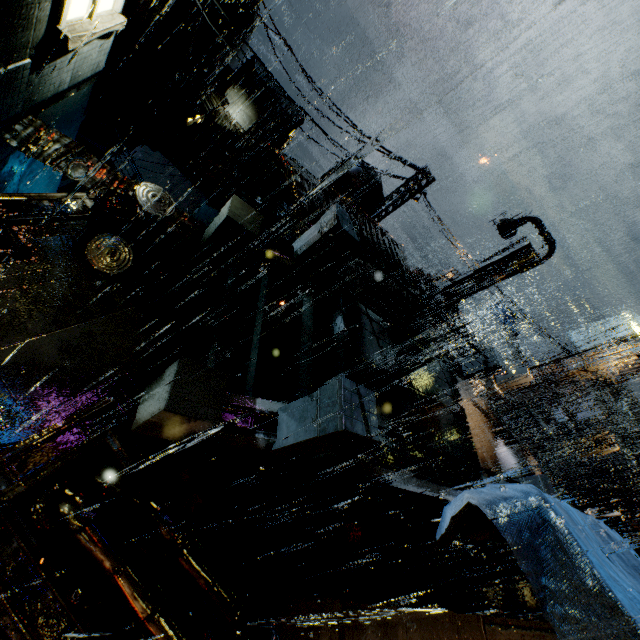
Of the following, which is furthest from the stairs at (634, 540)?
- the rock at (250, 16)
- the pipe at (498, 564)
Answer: the rock at (250, 16)

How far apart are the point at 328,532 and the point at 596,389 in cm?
3516

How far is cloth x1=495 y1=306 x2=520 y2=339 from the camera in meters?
41.0

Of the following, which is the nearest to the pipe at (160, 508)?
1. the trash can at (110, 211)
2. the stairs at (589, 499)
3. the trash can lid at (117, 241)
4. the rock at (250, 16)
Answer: the trash can lid at (117, 241)

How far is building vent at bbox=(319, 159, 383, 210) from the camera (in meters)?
20.27

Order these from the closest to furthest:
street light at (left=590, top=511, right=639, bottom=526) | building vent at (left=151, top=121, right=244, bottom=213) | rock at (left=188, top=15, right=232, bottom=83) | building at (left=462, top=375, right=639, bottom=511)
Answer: building at (left=462, top=375, right=639, bottom=511) → street light at (left=590, top=511, right=639, bottom=526) → building vent at (left=151, top=121, right=244, bottom=213) → rock at (left=188, top=15, right=232, bottom=83)

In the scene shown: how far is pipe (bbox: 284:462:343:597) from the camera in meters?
6.3 m

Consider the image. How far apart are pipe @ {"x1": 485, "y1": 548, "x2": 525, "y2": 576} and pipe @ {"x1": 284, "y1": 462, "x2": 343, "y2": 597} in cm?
849
